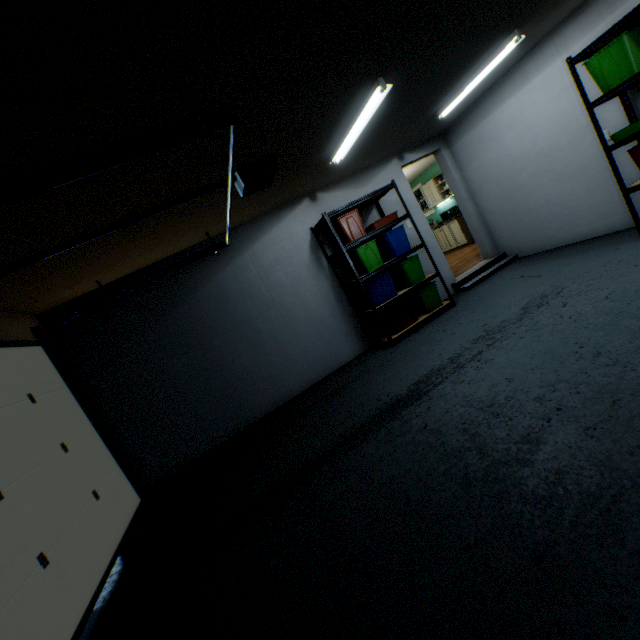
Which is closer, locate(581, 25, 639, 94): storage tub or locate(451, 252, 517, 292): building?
locate(581, 25, 639, 94): storage tub

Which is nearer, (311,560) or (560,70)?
(311,560)

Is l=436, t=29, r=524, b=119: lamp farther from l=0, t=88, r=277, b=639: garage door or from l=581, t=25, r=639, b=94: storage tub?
l=0, t=88, r=277, b=639: garage door

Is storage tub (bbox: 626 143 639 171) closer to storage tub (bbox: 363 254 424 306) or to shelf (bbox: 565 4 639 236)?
shelf (bbox: 565 4 639 236)

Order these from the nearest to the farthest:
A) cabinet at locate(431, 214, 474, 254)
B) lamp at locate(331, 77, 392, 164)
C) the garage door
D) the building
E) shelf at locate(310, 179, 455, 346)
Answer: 1. the garage door
2. lamp at locate(331, 77, 392, 164)
3. shelf at locate(310, 179, 455, 346)
4. the building
5. cabinet at locate(431, 214, 474, 254)

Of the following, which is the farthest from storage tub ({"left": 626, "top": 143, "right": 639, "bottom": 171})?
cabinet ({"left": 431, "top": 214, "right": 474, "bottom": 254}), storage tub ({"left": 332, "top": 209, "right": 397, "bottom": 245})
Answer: cabinet ({"left": 431, "top": 214, "right": 474, "bottom": 254})

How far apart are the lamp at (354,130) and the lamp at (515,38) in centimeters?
159cm

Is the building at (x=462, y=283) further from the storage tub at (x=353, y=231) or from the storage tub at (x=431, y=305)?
the storage tub at (x=353, y=231)
